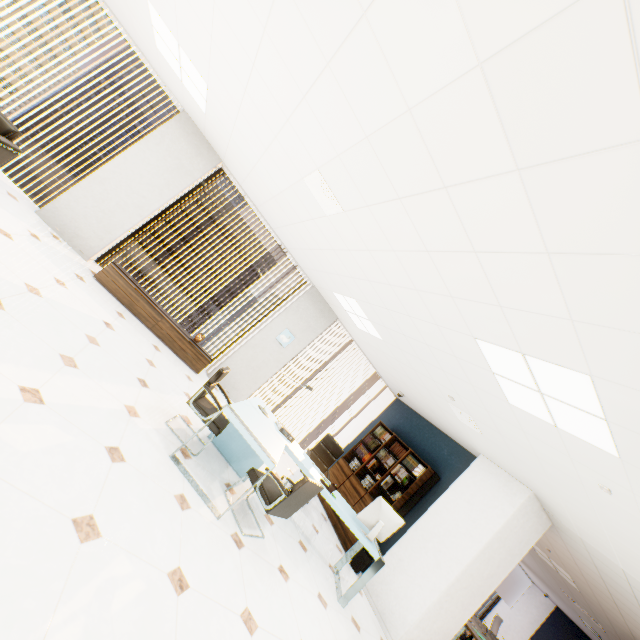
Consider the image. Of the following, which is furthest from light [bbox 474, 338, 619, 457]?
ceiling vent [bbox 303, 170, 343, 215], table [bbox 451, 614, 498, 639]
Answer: table [bbox 451, 614, 498, 639]

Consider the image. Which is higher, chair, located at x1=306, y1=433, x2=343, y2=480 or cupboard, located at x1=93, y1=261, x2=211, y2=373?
chair, located at x1=306, y1=433, x2=343, y2=480

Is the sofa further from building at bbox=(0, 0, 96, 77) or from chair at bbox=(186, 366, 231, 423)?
building at bbox=(0, 0, 96, 77)

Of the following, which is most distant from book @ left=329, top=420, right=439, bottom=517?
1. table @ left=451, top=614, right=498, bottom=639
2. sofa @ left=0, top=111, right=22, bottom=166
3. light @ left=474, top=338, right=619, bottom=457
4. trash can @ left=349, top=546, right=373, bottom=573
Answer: sofa @ left=0, top=111, right=22, bottom=166

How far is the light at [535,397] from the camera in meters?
2.3

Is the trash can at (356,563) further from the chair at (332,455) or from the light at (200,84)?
the light at (200,84)

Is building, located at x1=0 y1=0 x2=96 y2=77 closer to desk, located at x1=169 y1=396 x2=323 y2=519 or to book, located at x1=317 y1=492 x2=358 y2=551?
desk, located at x1=169 y1=396 x2=323 y2=519

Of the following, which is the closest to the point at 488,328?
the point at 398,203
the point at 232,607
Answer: the point at 398,203
